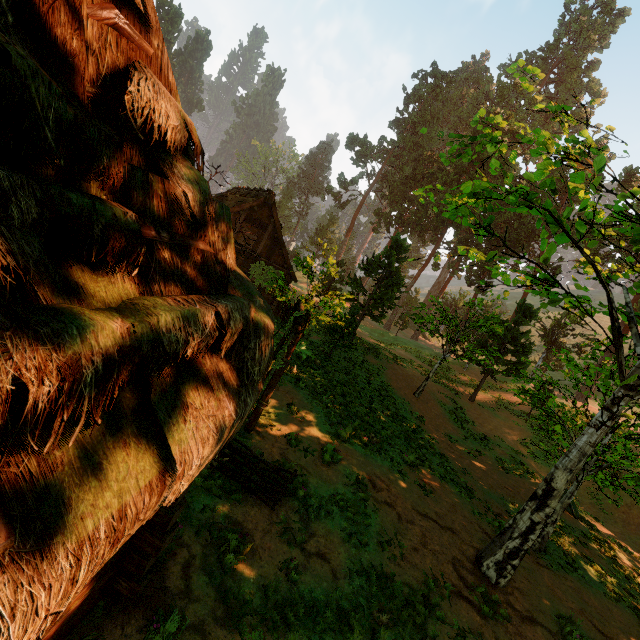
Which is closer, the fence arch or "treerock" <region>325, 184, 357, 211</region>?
the fence arch

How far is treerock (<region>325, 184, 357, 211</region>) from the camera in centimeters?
5031cm

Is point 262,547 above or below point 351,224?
below

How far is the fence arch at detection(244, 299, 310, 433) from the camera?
9.0 meters

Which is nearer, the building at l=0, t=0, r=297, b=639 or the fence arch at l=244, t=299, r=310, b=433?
the building at l=0, t=0, r=297, b=639

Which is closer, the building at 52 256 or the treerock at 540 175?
the building at 52 256

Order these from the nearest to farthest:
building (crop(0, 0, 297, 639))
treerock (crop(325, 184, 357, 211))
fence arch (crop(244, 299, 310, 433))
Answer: building (crop(0, 0, 297, 639)), fence arch (crop(244, 299, 310, 433)), treerock (crop(325, 184, 357, 211))
